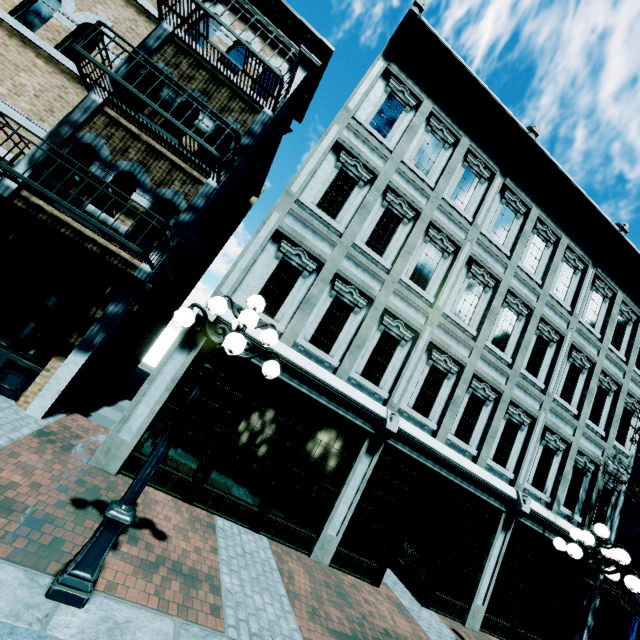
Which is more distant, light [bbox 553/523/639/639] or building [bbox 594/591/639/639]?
building [bbox 594/591/639/639]

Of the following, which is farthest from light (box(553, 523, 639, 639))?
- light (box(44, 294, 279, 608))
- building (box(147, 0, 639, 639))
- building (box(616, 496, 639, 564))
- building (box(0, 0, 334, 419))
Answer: building (box(0, 0, 334, 419))

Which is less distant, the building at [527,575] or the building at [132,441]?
the building at [132,441]

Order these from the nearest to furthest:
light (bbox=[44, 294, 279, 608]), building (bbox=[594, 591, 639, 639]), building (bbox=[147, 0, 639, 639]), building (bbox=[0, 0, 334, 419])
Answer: light (bbox=[44, 294, 279, 608]) → building (bbox=[0, 0, 334, 419]) → building (bbox=[147, 0, 639, 639]) → building (bbox=[594, 591, 639, 639])

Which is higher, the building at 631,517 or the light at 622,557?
the building at 631,517

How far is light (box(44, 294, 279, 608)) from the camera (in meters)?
3.21

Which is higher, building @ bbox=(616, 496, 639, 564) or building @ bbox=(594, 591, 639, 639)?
building @ bbox=(616, 496, 639, 564)

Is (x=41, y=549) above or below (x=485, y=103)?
below
